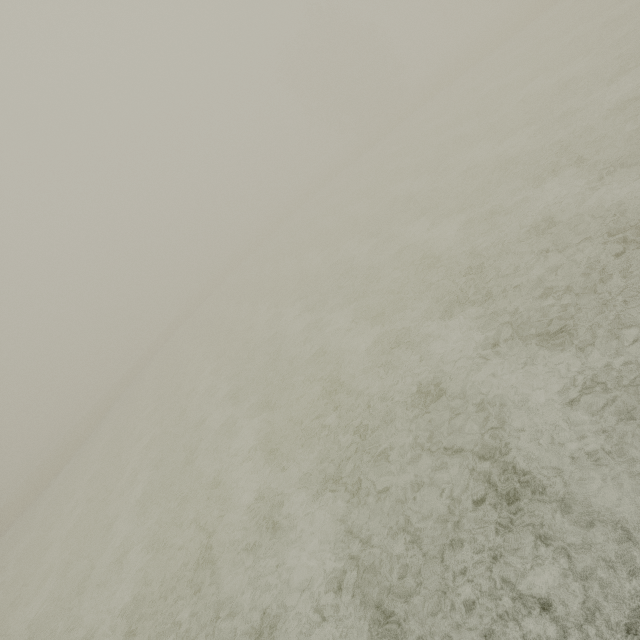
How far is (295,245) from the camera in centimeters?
3225cm
